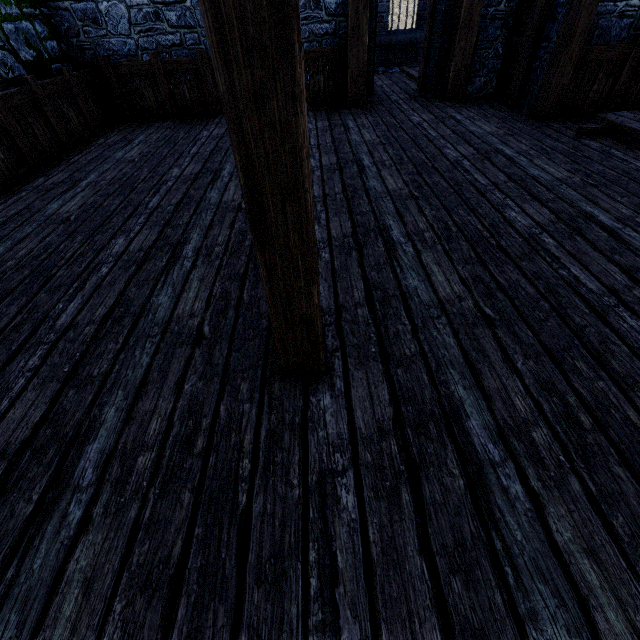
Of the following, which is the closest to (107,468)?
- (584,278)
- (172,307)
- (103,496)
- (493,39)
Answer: (103,496)

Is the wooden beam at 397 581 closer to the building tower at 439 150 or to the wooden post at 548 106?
the building tower at 439 150

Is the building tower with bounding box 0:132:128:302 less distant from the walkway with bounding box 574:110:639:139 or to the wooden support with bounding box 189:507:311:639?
the wooden support with bounding box 189:507:311:639

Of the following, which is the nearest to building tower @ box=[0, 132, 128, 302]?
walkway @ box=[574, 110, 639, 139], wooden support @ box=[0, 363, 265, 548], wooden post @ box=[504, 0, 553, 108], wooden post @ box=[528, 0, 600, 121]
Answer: wooden support @ box=[0, 363, 265, 548]

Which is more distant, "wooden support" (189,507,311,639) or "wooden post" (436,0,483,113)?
"wooden post" (436,0,483,113)

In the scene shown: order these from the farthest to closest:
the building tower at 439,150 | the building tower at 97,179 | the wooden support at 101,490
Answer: the building tower at 439,150
the building tower at 97,179
the wooden support at 101,490

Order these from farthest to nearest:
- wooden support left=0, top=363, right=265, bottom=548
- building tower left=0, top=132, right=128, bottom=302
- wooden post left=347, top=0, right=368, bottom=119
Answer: wooden post left=347, top=0, right=368, bottom=119, building tower left=0, top=132, right=128, bottom=302, wooden support left=0, top=363, right=265, bottom=548

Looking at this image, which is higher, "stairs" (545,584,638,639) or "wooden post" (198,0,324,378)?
"wooden post" (198,0,324,378)
